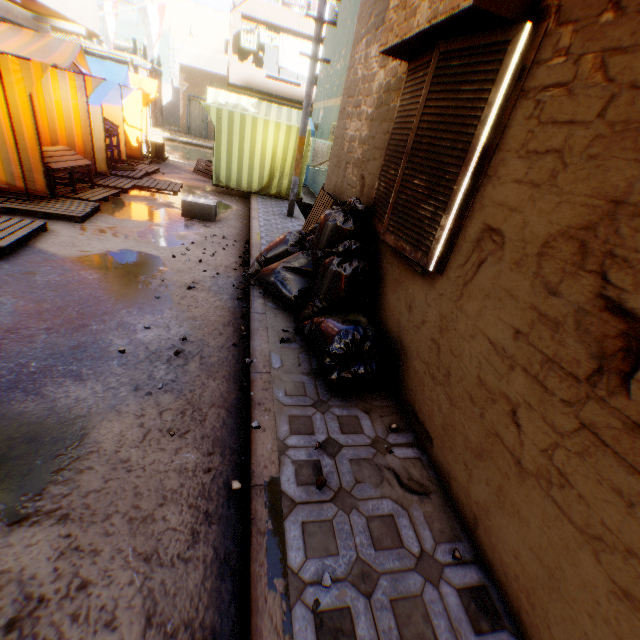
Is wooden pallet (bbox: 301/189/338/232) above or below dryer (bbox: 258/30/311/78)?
below

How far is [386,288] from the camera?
3.5m

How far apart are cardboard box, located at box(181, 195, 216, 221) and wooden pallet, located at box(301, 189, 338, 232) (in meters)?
1.80

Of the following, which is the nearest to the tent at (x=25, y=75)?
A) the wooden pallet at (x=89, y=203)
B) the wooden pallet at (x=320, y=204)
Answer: the wooden pallet at (x=89, y=203)

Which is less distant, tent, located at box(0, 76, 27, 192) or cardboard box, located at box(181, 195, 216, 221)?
tent, located at box(0, 76, 27, 192)

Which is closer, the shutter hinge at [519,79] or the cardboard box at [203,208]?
the shutter hinge at [519,79]

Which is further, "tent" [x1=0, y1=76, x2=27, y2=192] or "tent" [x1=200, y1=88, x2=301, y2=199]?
"tent" [x1=200, y1=88, x2=301, y2=199]

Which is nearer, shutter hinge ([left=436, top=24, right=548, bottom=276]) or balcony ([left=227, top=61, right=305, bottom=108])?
shutter hinge ([left=436, top=24, right=548, bottom=276])
